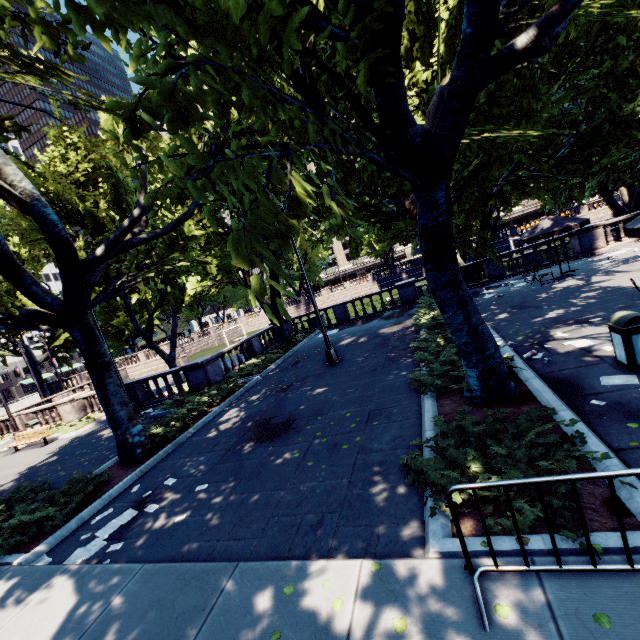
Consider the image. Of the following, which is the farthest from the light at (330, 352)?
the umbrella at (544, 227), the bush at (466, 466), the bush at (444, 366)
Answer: the umbrella at (544, 227)

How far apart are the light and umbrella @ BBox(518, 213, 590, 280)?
10.21m

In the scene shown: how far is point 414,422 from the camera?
6.71m

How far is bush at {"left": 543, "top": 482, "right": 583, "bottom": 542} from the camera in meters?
3.1

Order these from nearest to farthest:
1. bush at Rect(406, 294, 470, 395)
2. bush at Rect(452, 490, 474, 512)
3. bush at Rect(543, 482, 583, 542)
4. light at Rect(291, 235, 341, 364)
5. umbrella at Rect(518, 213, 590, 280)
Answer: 1. bush at Rect(543, 482, 583, 542)
2. bush at Rect(452, 490, 474, 512)
3. bush at Rect(406, 294, 470, 395)
4. light at Rect(291, 235, 341, 364)
5. umbrella at Rect(518, 213, 590, 280)

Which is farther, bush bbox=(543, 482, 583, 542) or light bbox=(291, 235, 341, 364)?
light bbox=(291, 235, 341, 364)

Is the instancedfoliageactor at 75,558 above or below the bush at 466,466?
below
